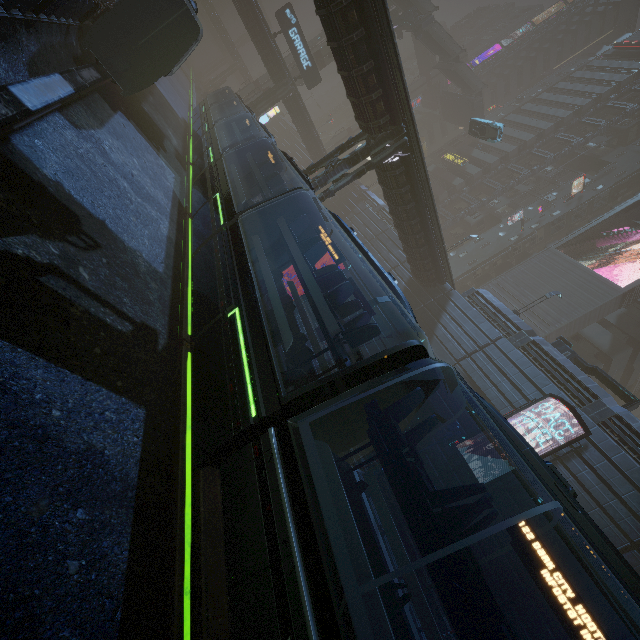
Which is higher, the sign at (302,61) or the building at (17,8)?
the sign at (302,61)

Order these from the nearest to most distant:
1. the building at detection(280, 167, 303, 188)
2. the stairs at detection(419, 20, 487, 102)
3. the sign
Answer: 1. the building at detection(280, 167, 303, 188)
2. the sign
3. the stairs at detection(419, 20, 487, 102)

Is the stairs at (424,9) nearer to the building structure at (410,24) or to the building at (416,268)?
the building structure at (410,24)

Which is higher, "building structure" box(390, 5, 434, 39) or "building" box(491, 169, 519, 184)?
"building" box(491, 169, 519, 184)

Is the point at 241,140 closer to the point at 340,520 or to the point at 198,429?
the point at 198,429

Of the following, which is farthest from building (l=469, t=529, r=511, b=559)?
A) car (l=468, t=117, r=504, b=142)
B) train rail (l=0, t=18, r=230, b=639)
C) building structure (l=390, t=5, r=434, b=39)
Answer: building structure (l=390, t=5, r=434, b=39)

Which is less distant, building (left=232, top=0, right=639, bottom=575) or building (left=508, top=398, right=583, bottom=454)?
building (left=232, top=0, right=639, bottom=575)

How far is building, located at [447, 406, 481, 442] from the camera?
20.1m
